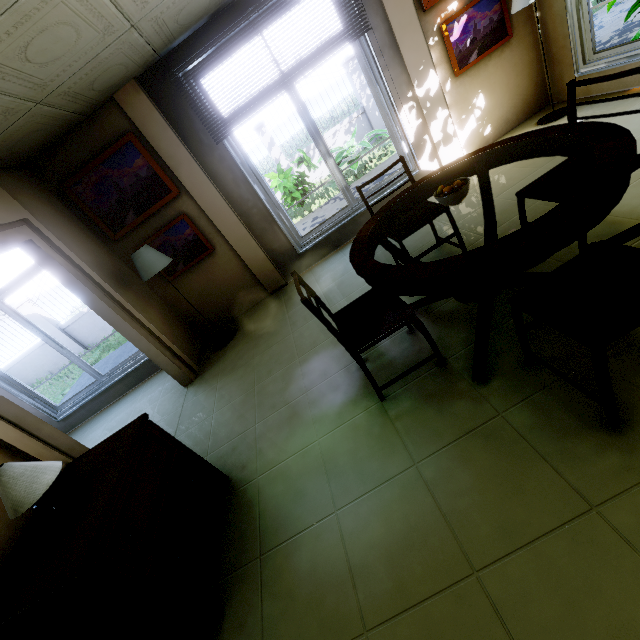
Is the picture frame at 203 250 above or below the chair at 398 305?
above

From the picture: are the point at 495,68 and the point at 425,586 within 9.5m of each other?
yes

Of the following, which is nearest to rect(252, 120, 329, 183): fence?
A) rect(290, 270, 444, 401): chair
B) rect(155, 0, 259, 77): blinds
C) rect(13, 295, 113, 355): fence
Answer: rect(13, 295, 113, 355): fence

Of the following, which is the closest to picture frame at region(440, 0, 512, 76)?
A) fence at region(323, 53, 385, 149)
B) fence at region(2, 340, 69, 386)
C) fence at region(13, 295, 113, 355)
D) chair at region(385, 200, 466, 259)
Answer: chair at region(385, 200, 466, 259)

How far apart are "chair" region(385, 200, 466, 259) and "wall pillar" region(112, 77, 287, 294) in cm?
190

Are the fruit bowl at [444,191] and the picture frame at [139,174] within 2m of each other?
no

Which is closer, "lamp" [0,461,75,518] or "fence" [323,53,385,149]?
"lamp" [0,461,75,518]

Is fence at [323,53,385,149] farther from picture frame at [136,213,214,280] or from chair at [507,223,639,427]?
chair at [507,223,639,427]
